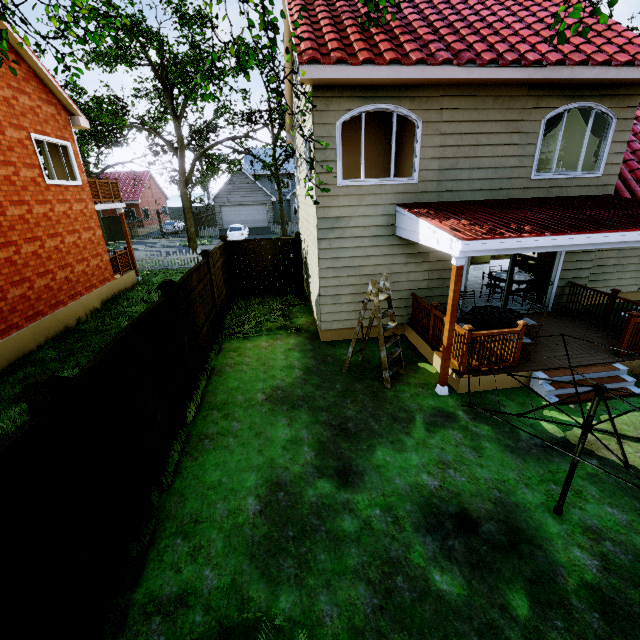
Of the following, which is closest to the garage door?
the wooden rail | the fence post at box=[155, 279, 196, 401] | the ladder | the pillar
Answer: the wooden rail

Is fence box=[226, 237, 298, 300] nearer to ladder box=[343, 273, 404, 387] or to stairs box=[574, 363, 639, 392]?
ladder box=[343, 273, 404, 387]

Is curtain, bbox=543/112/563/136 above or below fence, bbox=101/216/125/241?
above

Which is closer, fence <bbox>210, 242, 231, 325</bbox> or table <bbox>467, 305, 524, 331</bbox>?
table <bbox>467, 305, 524, 331</bbox>

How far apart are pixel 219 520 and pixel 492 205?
8.4 meters

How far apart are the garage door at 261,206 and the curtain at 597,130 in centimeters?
→ 2981cm

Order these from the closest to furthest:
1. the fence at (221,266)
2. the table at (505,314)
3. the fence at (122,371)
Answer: the fence at (122,371)
the table at (505,314)
the fence at (221,266)

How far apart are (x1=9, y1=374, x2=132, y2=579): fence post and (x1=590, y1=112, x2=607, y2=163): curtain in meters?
11.5
